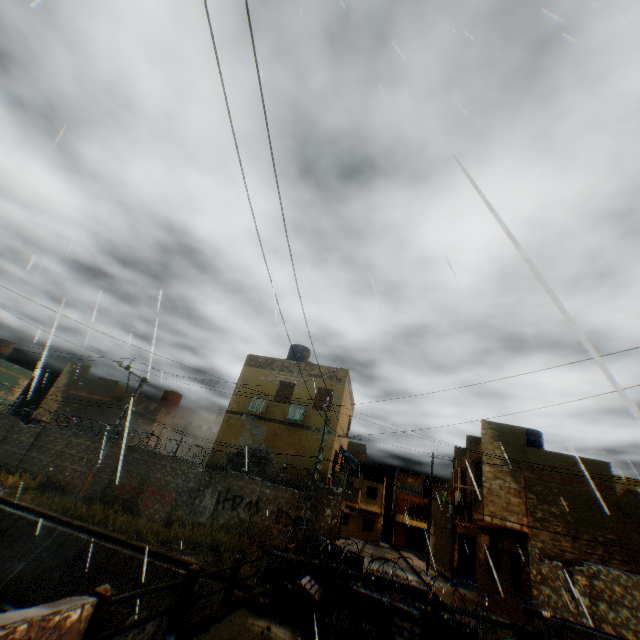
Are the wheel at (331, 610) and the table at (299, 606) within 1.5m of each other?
yes

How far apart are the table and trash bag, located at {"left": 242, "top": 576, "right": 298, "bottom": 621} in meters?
0.0 m

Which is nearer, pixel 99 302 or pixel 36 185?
pixel 99 302

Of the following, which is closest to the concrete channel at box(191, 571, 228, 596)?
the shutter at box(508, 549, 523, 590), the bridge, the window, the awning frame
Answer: the bridge

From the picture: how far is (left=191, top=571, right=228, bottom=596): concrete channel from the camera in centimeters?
1115cm

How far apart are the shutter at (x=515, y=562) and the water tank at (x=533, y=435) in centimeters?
628cm

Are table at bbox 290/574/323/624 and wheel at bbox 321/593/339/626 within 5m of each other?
yes

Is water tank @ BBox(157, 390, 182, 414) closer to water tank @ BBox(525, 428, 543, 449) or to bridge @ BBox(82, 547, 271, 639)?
A: bridge @ BBox(82, 547, 271, 639)
